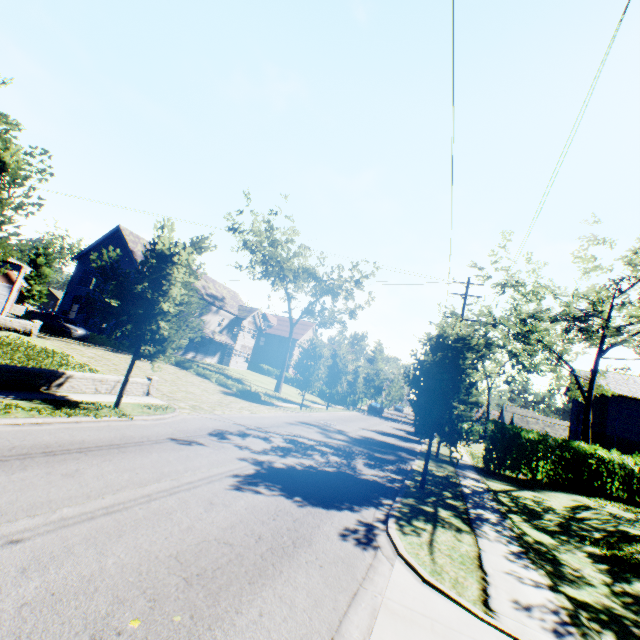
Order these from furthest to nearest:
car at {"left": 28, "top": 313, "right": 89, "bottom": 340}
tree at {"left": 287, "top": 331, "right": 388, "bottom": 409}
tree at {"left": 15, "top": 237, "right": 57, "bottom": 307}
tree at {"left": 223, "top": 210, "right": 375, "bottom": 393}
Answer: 1. tree at {"left": 15, "top": 237, "right": 57, "bottom": 307}
2. tree at {"left": 223, "top": 210, "right": 375, "bottom": 393}
3. tree at {"left": 287, "top": 331, "right": 388, "bottom": 409}
4. car at {"left": 28, "top": 313, "right": 89, "bottom": 340}

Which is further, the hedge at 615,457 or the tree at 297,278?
the tree at 297,278

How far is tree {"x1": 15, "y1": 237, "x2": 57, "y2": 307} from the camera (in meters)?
56.47

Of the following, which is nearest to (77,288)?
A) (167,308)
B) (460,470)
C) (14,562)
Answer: (167,308)

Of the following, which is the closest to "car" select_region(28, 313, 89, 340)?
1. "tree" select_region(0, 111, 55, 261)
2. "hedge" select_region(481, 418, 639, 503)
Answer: "tree" select_region(0, 111, 55, 261)

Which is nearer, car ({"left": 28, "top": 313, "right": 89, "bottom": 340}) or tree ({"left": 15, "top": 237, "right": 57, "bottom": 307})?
car ({"left": 28, "top": 313, "right": 89, "bottom": 340})

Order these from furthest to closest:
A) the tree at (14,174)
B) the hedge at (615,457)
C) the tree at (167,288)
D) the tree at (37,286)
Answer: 1. the tree at (37,286)
2. the hedge at (615,457)
3. the tree at (167,288)
4. the tree at (14,174)
